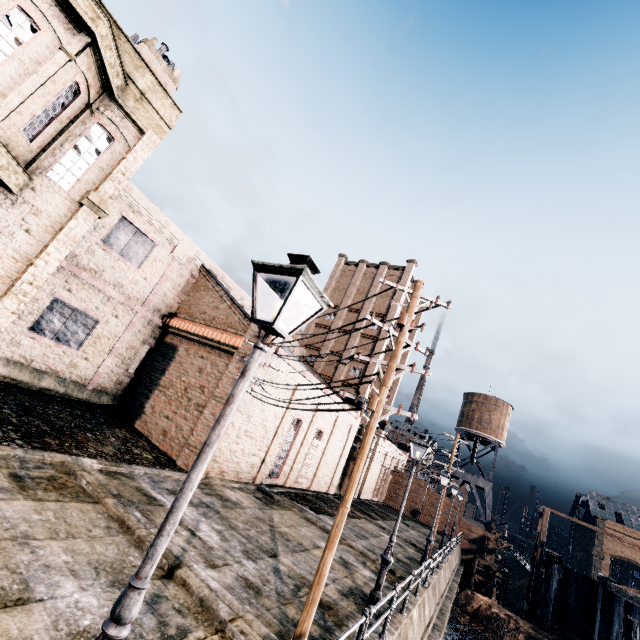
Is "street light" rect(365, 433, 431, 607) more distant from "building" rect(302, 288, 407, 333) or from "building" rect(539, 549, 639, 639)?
"building" rect(539, 549, 639, 639)

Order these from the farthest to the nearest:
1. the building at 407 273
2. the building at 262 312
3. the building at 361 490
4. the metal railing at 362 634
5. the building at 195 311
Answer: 1. the building at 407 273
2. the building at 361 490
3. the building at 262 312
4. the building at 195 311
5. the metal railing at 362 634

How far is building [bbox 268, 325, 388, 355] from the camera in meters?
34.4 m

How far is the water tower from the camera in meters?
49.1

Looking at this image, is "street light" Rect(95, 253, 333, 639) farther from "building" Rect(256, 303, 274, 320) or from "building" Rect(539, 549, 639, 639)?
"building" Rect(539, 549, 639, 639)

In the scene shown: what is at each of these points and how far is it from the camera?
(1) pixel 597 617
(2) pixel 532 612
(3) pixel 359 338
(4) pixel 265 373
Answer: (1) building, 30.2 meters
(2) wooden scaffolding, 35.4 meters
(3) building, 40.7 meters
(4) building, 20.3 meters

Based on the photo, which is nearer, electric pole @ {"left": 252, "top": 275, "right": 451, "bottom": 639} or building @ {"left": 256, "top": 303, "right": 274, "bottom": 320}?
electric pole @ {"left": 252, "top": 275, "right": 451, "bottom": 639}

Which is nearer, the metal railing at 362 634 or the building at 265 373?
the metal railing at 362 634
